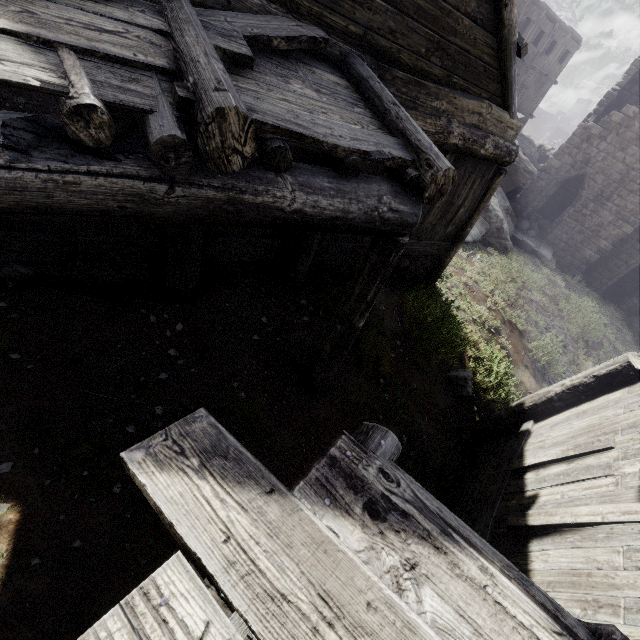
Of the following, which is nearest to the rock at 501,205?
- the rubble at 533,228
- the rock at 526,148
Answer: the rubble at 533,228

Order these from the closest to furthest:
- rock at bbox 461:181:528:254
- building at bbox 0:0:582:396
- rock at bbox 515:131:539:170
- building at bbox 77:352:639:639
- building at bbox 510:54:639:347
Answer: building at bbox 77:352:639:639 → building at bbox 0:0:582:396 → rock at bbox 461:181:528:254 → building at bbox 510:54:639:347 → rock at bbox 515:131:539:170

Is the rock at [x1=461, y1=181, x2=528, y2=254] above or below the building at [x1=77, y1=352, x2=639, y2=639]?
below

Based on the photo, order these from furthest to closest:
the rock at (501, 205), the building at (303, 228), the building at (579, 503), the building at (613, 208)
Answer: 1. the building at (613, 208)
2. the rock at (501, 205)
3. the building at (303, 228)
4. the building at (579, 503)

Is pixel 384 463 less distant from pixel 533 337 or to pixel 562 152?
pixel 533 337

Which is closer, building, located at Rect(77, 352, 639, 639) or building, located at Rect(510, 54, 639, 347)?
building, located at Rect(77, 352, 639, 639)

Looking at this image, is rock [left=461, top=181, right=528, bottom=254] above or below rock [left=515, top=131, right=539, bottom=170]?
below
